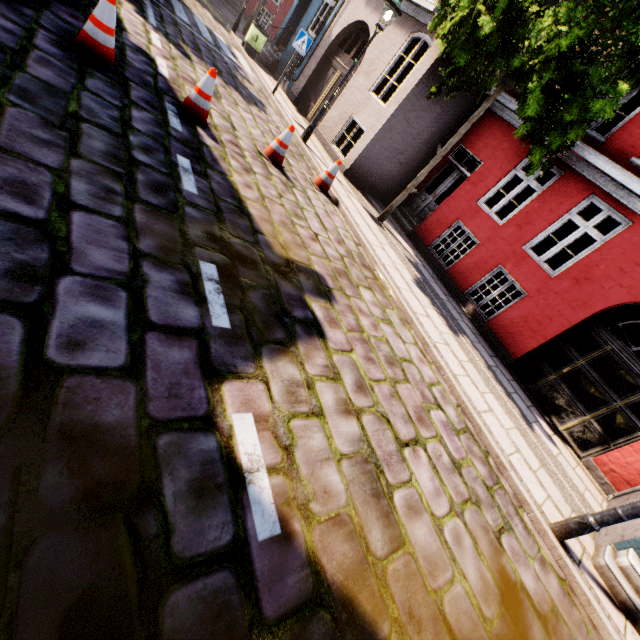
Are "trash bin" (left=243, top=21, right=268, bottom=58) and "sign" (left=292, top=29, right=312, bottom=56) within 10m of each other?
yes

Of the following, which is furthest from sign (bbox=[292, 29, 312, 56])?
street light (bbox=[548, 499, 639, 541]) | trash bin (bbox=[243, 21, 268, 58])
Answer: street light (bbox=[548, 499, 639, 541])

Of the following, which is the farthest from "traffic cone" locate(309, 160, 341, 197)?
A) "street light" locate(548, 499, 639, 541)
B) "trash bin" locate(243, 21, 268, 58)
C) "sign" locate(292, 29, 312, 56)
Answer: "trash bin" locate(243, 21, 268, 58)

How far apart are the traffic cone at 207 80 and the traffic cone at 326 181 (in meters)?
2.57

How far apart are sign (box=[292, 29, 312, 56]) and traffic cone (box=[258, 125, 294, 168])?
5.9m

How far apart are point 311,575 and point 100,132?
4.3m

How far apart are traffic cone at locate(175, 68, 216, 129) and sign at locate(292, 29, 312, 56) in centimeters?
674cm

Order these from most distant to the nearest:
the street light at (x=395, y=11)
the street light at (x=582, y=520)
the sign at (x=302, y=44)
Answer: the sign at (x=302, y=44)
the street light at (x=395, y=11)
the street light at (x=582, y=520)
